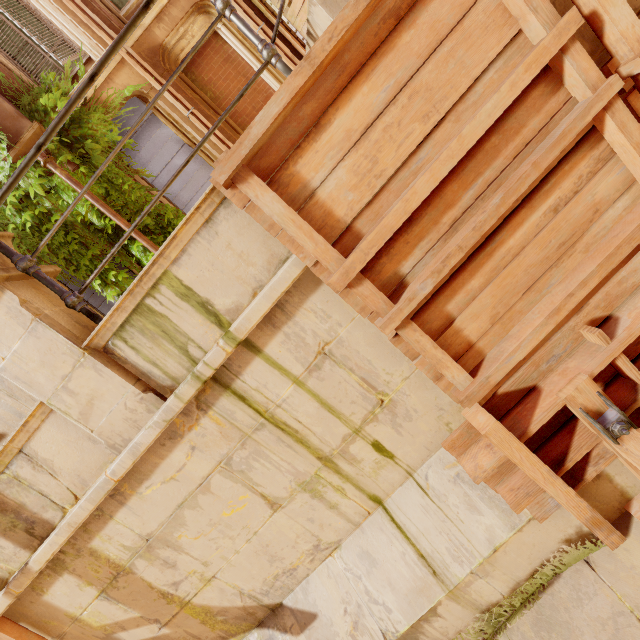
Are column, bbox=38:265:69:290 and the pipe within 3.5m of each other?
no

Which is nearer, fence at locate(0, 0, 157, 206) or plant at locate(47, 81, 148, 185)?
fence at locate(0, 0, 157, 206)

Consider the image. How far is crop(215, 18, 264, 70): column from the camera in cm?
670

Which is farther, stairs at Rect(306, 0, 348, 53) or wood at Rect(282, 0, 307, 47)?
wood at Rect(282, 0, 307, 47)

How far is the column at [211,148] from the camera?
6.88m

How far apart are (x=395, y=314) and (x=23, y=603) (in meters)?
3.75

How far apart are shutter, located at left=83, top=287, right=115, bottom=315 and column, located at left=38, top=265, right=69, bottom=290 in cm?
501

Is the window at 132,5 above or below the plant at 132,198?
above
